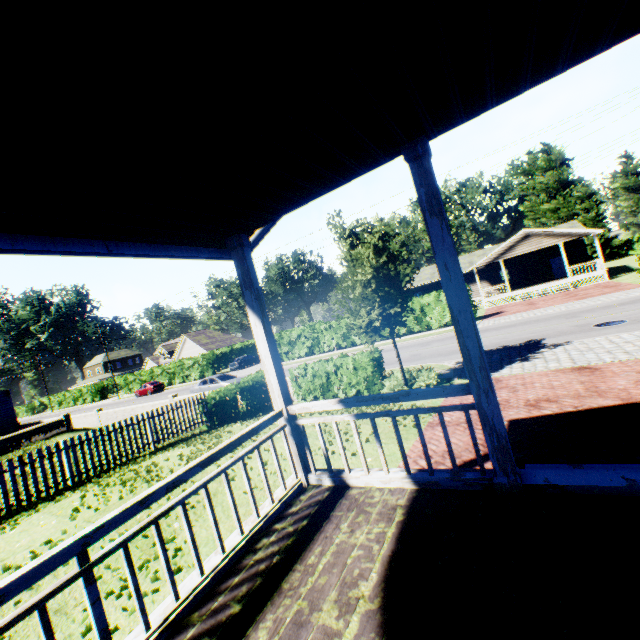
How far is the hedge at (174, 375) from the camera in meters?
43.0

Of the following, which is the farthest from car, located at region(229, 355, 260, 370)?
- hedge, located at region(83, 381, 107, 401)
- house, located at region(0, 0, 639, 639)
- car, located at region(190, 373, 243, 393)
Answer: house, located at region(0, 0, 639, 639)

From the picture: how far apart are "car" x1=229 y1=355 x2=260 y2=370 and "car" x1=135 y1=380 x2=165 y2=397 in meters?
9.0

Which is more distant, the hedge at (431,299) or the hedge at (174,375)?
the hedge at (174,375)

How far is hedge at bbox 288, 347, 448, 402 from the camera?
11.9m

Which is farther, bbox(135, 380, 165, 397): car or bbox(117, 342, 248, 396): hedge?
bbox(117, 342, 248, 396): hedge

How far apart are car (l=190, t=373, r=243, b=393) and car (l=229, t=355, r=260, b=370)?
16.71m

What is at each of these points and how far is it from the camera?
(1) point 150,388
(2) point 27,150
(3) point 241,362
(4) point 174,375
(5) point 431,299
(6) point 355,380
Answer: (1) car, 41.7m
(2) house, 1.9m
(3) car, 42.3m
(4) hedge, 46.1m
(5) hedge, 26.9m
(6) hedge, 12.7m
